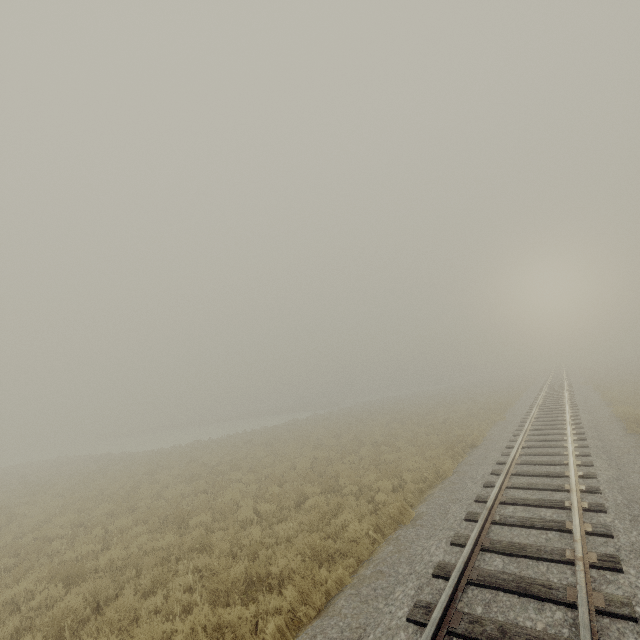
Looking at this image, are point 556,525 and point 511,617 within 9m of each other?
yes
